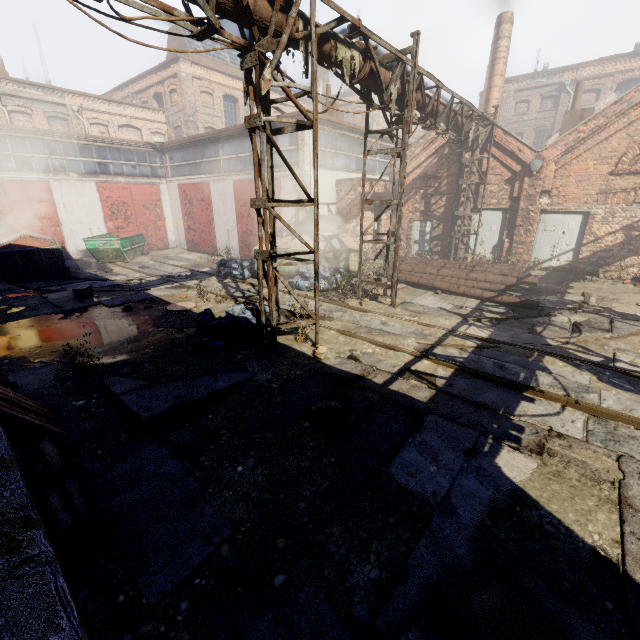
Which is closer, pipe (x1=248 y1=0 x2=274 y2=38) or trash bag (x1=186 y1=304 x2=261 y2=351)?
pipe (x1=248 y1=0 x2=274 y2=38)

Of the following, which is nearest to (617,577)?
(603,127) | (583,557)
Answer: (583,557)

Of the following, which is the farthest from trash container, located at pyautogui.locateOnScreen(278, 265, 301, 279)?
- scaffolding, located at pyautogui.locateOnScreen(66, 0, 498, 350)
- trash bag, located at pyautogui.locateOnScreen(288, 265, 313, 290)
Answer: scaffolding, located at pyautogui.locateOnScreen(66, 0, 498, 350)

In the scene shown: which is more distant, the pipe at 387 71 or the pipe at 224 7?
the pipe at 387 71

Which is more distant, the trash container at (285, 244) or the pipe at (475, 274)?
the trash container at (285, 244)

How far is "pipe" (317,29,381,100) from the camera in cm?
615

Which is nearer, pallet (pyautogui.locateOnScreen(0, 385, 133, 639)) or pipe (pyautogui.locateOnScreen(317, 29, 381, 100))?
pallet (pyautogui.locateOnScreen(0, 385, 133, 639))

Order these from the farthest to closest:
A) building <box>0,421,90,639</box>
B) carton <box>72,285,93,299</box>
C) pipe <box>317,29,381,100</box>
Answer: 1. carton <box>72,285,93,299</box>
2. pipe <box>317,29,381,100</box>
3. building <box>0,421,90,639</box>
